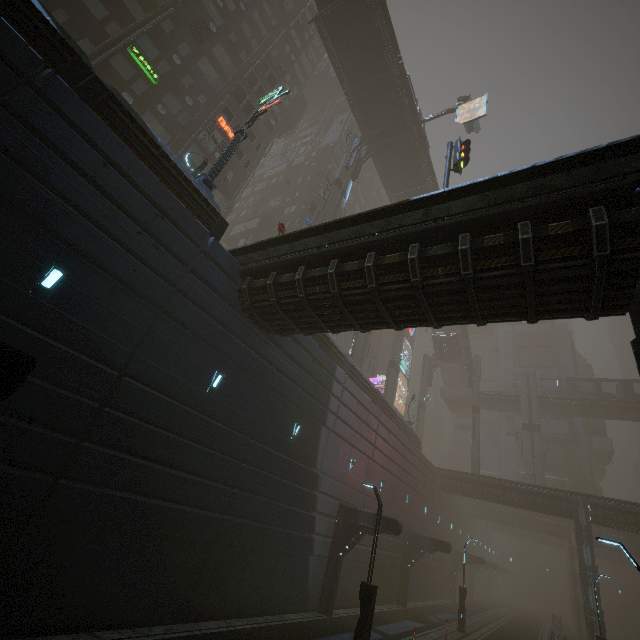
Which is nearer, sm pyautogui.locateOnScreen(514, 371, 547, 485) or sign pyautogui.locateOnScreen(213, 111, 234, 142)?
sign pyautogui.locateOnScreen(213, 111, 234, 142)

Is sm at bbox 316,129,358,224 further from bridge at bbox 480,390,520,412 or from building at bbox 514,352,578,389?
bridge at bbox 480,390,520,412

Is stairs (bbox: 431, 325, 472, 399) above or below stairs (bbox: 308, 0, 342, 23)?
below

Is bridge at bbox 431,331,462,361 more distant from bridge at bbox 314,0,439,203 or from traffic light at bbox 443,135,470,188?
traffic light at bbox 443,135,470,188

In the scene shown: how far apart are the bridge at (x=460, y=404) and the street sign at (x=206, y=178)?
50.1 meters

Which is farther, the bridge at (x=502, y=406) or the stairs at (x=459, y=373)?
the bridge at (x=502, y=406)

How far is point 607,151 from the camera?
6.86m

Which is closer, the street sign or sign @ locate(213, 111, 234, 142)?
the street sign
